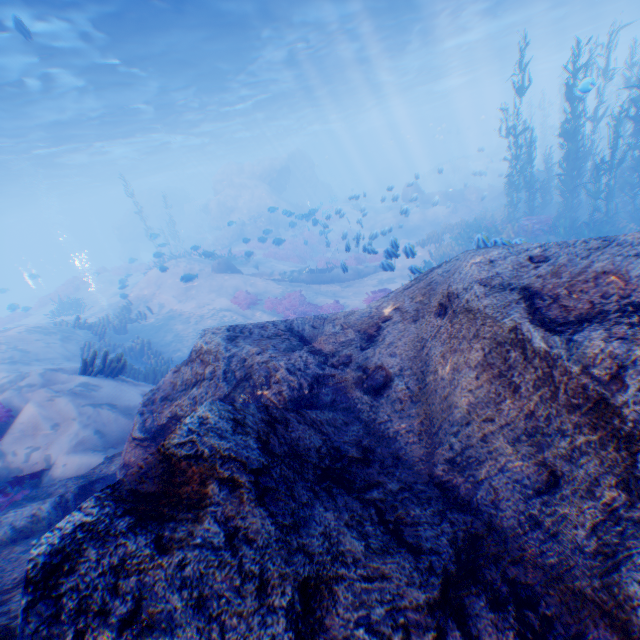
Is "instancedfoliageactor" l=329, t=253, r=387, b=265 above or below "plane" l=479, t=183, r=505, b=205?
below

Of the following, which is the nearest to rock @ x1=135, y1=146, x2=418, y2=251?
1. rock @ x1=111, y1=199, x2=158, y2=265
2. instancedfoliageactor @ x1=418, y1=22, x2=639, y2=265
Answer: instancedfoliageactor @ x1=418, y1=22, x2=639, y2=265

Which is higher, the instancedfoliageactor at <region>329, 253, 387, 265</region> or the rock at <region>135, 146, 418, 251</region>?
the rock at <region>135, 146, 418, 251</region>

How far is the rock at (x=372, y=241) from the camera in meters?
13.2 m

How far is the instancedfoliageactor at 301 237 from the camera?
19.89m

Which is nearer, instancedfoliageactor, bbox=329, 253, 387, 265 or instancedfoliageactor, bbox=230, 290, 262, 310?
instancedfoliageactor, bbox=329, 253, 387, 265

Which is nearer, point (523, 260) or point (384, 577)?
point (384, 577)
